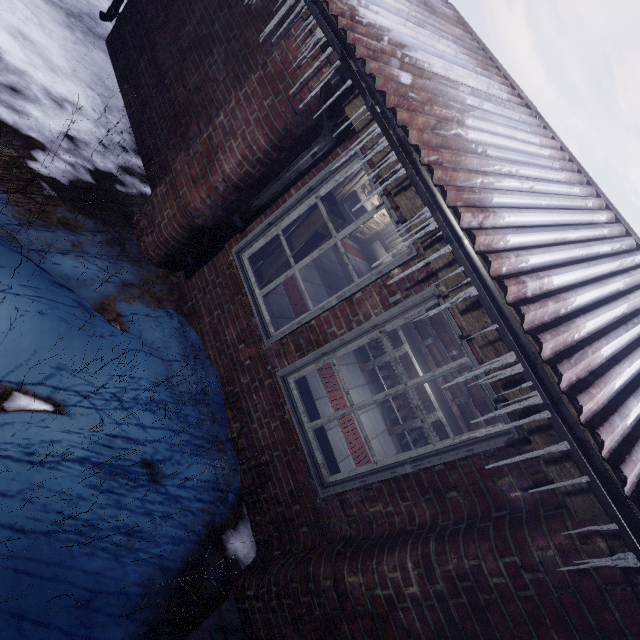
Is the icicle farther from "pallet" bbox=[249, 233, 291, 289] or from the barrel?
the barrel

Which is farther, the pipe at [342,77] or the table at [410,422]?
the table at [410,422]

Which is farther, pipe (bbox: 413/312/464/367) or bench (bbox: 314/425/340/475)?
pipe (bbox: 413/312/464/367)

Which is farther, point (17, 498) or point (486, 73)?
point (486, 73)

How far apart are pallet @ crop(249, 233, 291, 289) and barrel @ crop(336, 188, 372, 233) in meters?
3.3

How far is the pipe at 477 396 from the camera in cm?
437

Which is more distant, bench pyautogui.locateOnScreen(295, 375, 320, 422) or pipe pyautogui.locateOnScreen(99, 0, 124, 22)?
pipe pyautogui.locateOnScreen(99, 0, 124, 22)

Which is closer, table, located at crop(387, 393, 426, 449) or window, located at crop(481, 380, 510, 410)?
window, located at crop(481, 380, 510, 410)
